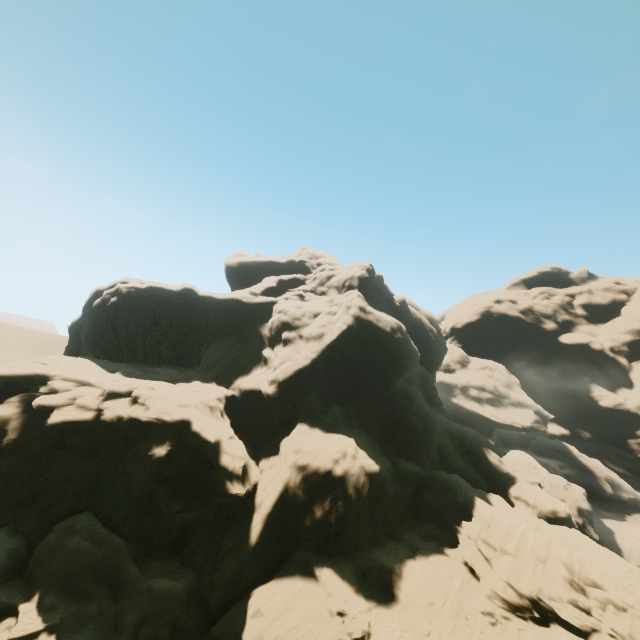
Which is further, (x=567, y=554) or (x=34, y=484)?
(x=34, y=484)
